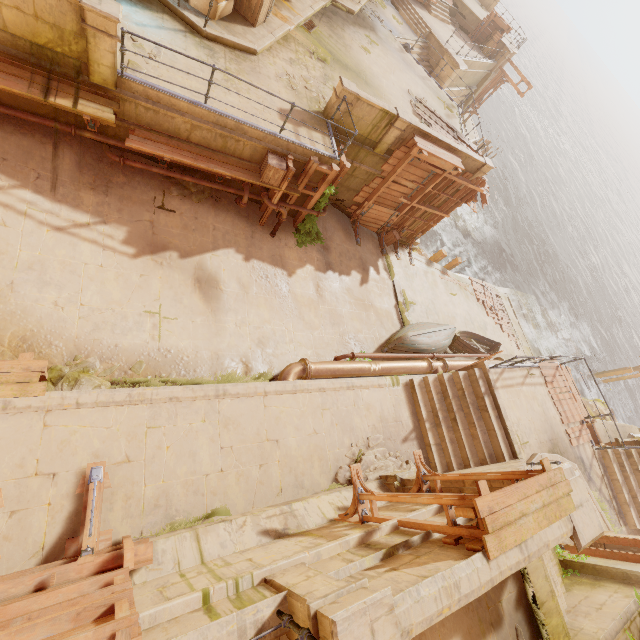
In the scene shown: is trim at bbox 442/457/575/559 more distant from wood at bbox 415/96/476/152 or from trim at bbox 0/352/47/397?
wood at bbox 415/96/476/152

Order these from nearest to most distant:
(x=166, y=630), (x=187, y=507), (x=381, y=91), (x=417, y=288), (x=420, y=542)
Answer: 1. (x=166, y=630)
2. (x=420, y=542)
3. (x=187, y=507)
4. (x=381, y=91)
5. (x=417, y=288)

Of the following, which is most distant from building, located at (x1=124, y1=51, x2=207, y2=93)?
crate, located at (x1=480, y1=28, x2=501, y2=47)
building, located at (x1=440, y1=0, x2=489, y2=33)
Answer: building, located at (x1=440, y1=0, x2=489, y2=33)

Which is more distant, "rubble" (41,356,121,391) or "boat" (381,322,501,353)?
"boat" (381,322,501,353)

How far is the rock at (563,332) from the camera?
29.95m

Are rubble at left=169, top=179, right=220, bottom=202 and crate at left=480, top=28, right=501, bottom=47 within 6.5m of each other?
no

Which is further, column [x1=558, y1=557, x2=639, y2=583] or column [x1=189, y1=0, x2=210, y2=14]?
column [x1=189, y1=0, x2=210, y2=14]

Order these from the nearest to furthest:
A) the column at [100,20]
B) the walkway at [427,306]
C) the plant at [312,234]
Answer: the column at [100,20] → the plant at [312,234] → the walkway at [427,306]
